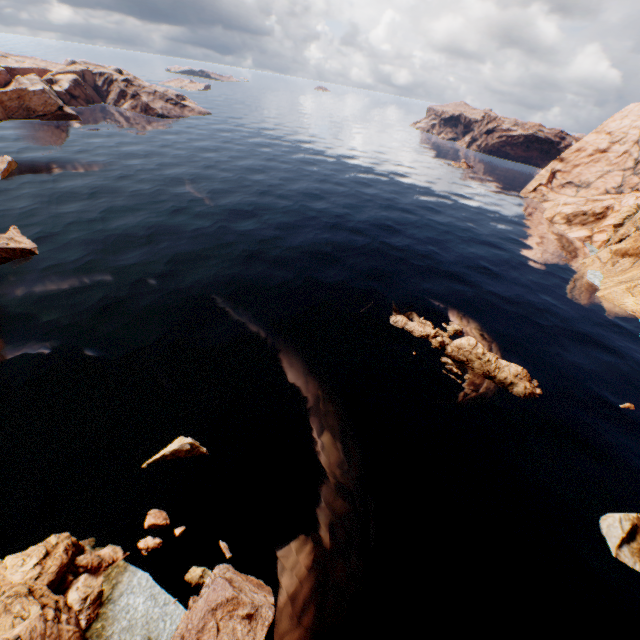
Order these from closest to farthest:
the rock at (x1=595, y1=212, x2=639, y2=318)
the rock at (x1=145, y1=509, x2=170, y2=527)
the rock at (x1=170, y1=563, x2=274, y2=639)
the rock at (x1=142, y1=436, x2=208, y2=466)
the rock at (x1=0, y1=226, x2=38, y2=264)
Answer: the rock at (x1=170, y1=563, x2=274, y2=639), the rock at (x1=145, y1=509, x2=170, y2=527), the rock at (x1=142, y1=436, x2=208, y2=466), the rock at (x1=0, y1=226, x2=38, y2=264), the rock at (x1=595, y1=212, x2=639, y2=318)

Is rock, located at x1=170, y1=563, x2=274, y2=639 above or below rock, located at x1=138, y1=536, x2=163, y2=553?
above

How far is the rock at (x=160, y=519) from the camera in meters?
20.2 m

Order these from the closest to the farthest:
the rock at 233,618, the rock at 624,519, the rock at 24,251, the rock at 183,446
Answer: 1. the rock at 233,618
2. the rock at 624,519
3. the rock at 183,446
4. the rock at 24,251

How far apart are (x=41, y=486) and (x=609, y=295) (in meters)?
75.43

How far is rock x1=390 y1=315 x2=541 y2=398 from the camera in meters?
33.9

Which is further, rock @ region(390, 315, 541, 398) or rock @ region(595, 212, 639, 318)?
rock @ region(595, 212, 639, 318)
